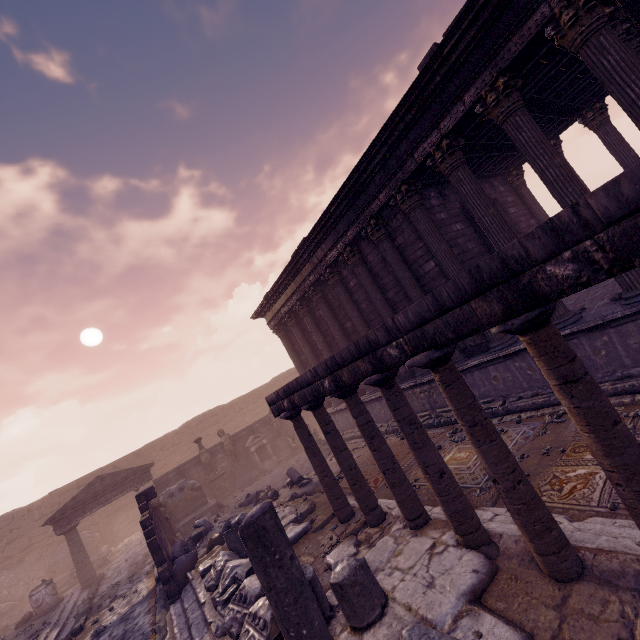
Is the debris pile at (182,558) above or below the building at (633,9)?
below

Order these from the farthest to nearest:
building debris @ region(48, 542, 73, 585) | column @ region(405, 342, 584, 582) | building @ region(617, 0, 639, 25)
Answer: building debris @ region(48, 542, 73, 585), building @ region(617, 0, 639, 25), column @ region(405, 342, 584, 582)

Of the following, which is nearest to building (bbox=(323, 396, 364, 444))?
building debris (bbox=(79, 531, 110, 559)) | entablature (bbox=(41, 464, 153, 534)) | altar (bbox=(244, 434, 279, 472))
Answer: altar (bbox=(244, 434, 279, 472))

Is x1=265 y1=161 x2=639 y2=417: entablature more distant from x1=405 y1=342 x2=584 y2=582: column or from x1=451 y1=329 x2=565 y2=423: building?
x1=451 y1=329 x2=565 y2=423: building

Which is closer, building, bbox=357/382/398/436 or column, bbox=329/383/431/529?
column, bbox=329/383/431/529

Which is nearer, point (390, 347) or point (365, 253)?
point (390, 347)

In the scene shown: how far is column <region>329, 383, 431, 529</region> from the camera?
5.0 meters

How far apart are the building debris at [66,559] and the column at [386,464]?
22.6 meters
